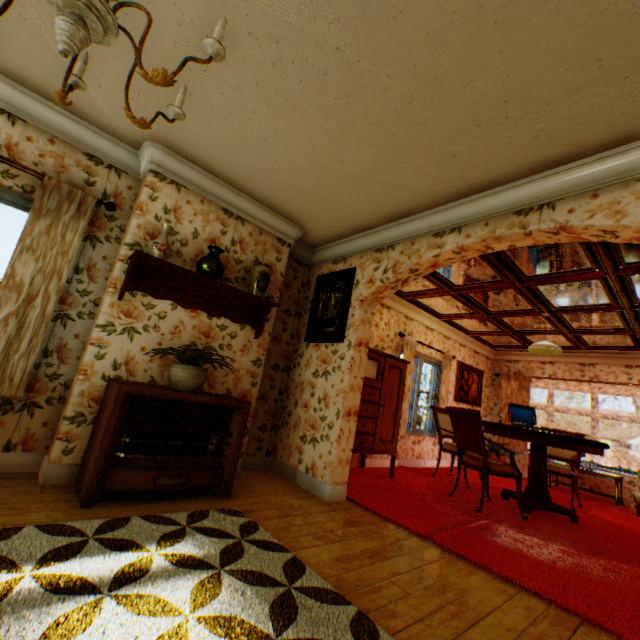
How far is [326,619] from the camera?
1.6 meters

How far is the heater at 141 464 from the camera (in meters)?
2.48

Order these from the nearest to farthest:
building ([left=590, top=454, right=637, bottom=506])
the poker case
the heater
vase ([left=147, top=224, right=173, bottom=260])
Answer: the heater → vase ([left=147, top=224, right=173, bottom=260]) → the poker case → building ([left=590, top=454, right=637, bottom=506])

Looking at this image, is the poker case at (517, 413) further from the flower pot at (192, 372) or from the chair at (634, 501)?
the flower pot at (192, 372)

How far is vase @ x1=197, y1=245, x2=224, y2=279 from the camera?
3.3m

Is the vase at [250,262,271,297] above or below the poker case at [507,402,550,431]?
above

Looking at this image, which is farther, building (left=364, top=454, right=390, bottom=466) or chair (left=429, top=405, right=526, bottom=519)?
building (left=364, top=454, right=390, bottom=466)

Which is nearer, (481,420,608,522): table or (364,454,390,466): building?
(481,420,608,522): table
